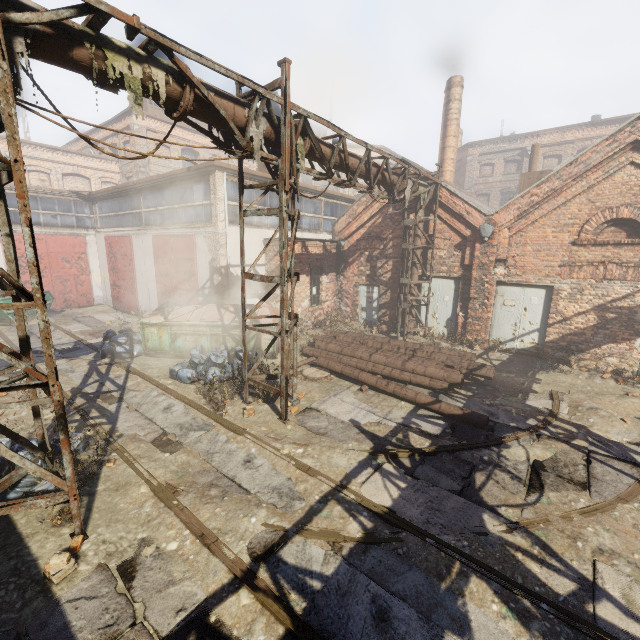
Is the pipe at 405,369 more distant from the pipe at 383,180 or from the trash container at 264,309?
the pipe at 383,180

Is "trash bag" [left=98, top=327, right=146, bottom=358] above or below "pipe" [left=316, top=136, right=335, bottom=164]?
below

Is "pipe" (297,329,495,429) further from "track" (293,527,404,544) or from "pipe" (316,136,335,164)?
"track" (293,527,404,544)

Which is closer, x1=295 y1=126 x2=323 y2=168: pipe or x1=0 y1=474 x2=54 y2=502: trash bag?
x1=0 y1=474 x2=54 y2=502: trash bag

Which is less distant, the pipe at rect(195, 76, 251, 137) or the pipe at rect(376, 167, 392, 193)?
the pipe at rect(195, 76, 251, 137)

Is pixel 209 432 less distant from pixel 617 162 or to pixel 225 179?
pixel 225 179

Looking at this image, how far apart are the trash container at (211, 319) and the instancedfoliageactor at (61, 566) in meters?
6.4 m

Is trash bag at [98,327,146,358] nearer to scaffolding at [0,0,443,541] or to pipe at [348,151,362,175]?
scaffolding at [0,0,443,541]
